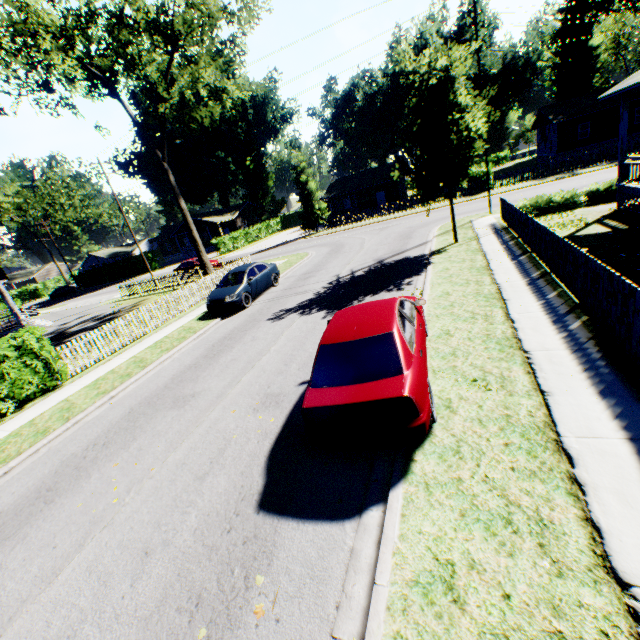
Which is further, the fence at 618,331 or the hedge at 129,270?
the hedge at 129,270

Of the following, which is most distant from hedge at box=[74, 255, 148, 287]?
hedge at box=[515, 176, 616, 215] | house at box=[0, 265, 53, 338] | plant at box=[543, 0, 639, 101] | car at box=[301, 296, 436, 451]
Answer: plant at box=[543, 0, 639, 101]

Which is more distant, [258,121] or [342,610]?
[258,121]

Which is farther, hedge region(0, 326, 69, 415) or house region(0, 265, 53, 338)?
house region(0, 265, 53, 338)

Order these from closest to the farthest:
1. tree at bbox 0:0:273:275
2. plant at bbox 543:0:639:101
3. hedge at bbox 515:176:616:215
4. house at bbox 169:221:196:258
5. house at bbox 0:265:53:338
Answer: hedge at bbox 515:176:616:215 < tree at bbox 0:0:273:275 < house at bbox 0:265:53:338 < plant at bbox 543:0:639:101 < house at bbox 169:221:196:258

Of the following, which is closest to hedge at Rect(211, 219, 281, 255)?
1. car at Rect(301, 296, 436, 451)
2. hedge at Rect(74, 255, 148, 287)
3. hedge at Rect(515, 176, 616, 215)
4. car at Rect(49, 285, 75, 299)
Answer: hedge at Rect(74, 255, 148, 287)

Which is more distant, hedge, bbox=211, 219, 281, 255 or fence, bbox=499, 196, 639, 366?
hedge, bbox=211, 219, 281, 255

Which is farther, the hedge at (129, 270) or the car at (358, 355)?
the hedge at (129, 270)
